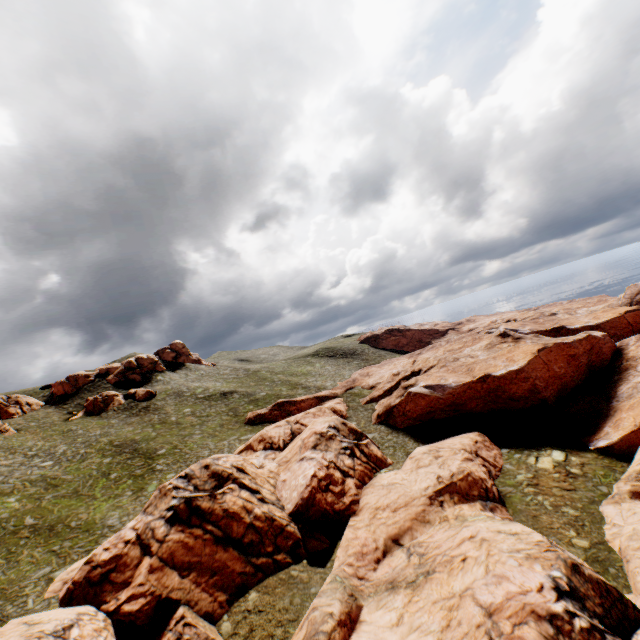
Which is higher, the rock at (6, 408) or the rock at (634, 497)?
the rock at (6, 408)

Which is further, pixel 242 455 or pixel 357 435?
pixel 242 455

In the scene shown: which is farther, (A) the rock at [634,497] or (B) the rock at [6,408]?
(B) the rock at [6,408]

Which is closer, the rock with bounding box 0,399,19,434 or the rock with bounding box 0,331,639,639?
the rock with bounding box 0,331,639,639

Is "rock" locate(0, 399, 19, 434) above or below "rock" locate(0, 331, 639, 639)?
above
